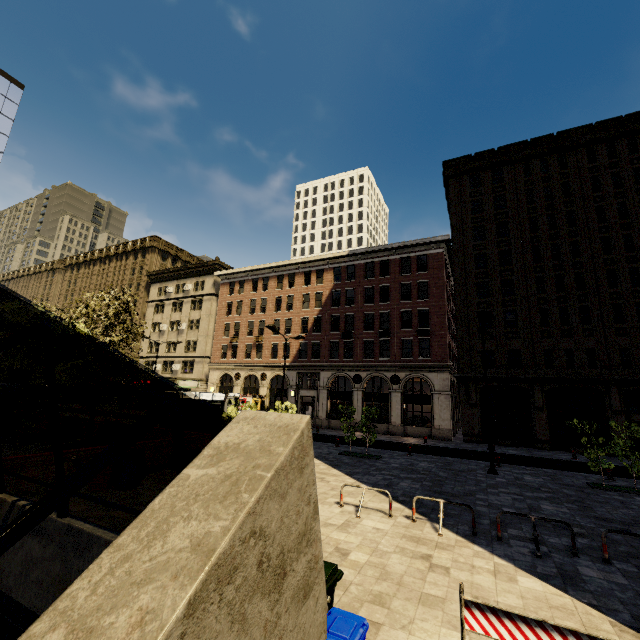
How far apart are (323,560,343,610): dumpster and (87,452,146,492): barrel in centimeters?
822cm

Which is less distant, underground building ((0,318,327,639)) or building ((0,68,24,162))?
underground building ((0,318,327,639))

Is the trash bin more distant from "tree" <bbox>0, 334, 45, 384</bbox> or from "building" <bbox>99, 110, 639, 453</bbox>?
"building" <bbox>99, 110, 639, 453</bbox>

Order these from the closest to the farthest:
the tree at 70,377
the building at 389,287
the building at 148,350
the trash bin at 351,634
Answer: the trash bin at 351,634 → the tree at 70,377 → the building at 389,287 → the building at 148,350

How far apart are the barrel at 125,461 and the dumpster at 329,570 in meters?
8.2 m

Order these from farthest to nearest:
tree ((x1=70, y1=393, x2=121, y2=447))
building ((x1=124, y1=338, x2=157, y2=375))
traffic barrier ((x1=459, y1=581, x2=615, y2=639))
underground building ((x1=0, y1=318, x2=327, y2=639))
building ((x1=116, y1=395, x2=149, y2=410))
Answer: building ((x1=124, y1=338, x2=157, y2=375))
building ((x1=116, y1=395, x2=149, y2=410))
tree ((x1=70, y1=393, x2=121, y2=447))
traffic barrier ((x1=459, y1=581, x2=615, y2=639))
underground building ((x1=0, y1=318, x2=327, y2=639))

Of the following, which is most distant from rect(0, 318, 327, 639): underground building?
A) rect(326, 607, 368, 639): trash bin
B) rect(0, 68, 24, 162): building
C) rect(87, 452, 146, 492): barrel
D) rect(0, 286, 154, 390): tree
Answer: rect(0, 68, 24, 162): building

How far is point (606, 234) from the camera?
27.55m
